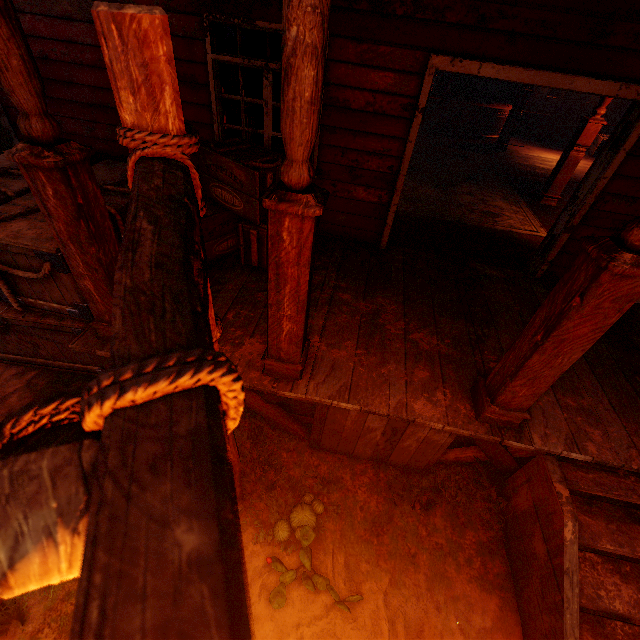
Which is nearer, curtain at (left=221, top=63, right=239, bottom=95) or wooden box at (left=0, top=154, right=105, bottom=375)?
wooden box at (left=0, top=154, right=105, bottom=375)

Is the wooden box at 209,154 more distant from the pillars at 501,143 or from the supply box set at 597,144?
the supply box set at 597,144

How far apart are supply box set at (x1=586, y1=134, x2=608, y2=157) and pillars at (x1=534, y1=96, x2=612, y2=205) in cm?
644

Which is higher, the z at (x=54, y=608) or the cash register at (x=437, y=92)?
the cash register at (x=437, y=92)

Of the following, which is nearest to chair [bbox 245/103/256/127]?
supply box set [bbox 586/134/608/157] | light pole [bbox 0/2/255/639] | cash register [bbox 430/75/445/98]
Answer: light pole [bbox 0/2/255/639]

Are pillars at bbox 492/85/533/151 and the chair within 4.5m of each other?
no

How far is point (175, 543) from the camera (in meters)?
0.28

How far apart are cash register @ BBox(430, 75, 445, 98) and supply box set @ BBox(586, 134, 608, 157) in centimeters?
561cm
